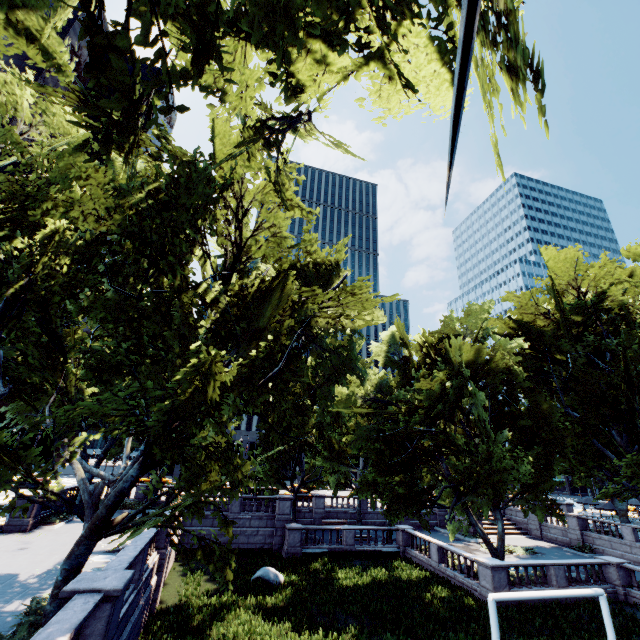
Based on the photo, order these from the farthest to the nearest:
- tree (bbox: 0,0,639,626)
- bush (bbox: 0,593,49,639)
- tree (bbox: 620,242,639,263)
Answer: tree (bbox: 620,242,639,263) → bush (bbox: 0,593,49,639) → tree (bbox: 0,0,639,626)

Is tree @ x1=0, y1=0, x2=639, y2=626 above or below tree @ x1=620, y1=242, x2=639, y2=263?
below

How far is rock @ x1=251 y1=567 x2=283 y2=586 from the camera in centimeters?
2030cm

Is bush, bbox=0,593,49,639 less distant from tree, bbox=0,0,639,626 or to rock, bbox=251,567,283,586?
tree, bbox=0,0,639,626

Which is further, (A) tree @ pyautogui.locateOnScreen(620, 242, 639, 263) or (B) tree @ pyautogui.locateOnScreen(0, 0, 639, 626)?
(A) tree @ pyautogui.locateOnScreen(620, 242, 639, 263)

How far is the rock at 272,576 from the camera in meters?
20.3

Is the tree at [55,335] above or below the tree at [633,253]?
below

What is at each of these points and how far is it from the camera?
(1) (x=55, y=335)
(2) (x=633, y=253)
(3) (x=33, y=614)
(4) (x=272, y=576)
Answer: Answer:
(1) tree, 16.7m
(2) tree, 18.9m
(3) bush, 10.4m
(4) rock, 20.6m
